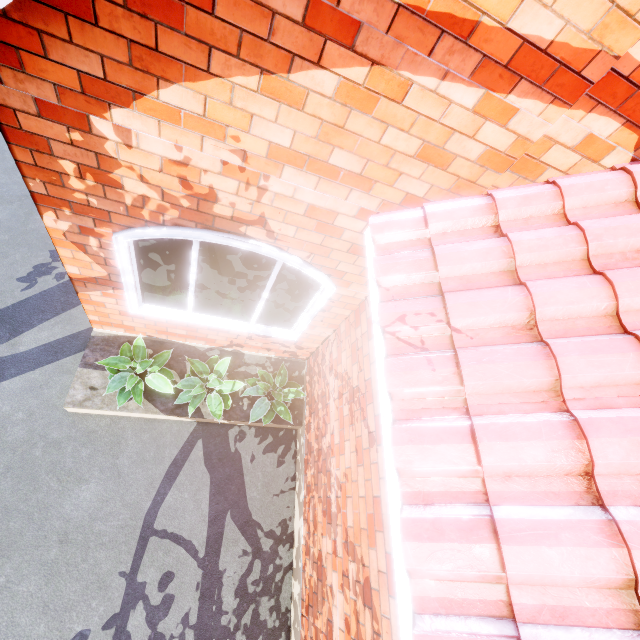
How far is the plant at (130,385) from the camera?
3.83m

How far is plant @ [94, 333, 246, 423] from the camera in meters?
3.8

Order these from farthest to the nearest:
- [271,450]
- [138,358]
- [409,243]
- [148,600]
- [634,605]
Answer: [271,450] < [138,358] < [148,600] < [409,243] < [634,605]
